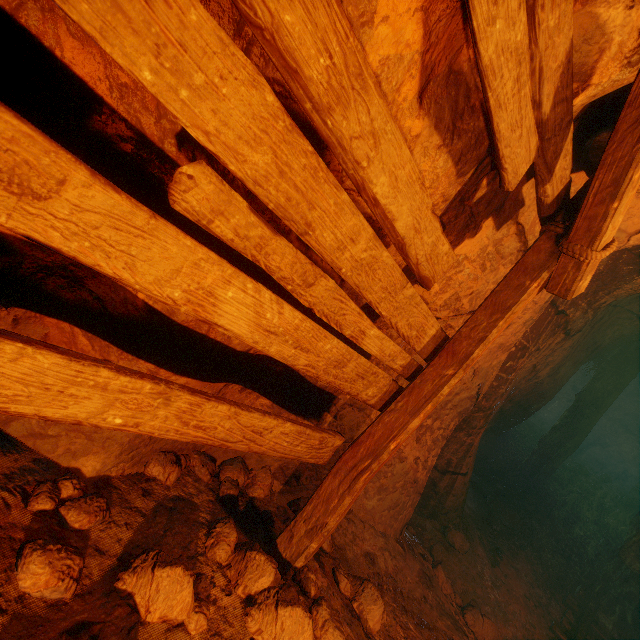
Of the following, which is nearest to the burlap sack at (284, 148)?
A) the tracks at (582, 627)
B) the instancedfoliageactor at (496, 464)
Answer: the tracks at (582, 627)

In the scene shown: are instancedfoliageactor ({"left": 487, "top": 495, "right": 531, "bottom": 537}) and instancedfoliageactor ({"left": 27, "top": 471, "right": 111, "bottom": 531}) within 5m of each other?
no

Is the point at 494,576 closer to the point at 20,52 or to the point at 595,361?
the point at 595,361

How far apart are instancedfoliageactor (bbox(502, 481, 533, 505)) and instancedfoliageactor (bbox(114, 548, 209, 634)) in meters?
5.2

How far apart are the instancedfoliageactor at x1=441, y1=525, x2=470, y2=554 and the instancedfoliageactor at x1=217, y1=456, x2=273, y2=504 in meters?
2.9 m

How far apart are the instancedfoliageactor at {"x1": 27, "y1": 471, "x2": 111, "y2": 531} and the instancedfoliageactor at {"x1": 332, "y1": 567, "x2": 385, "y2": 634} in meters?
1.7 m

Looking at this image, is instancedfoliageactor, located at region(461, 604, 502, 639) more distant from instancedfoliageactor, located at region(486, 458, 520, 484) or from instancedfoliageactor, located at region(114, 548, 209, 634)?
instancedfoliageactor, located at region(486, 458, 520, 484)

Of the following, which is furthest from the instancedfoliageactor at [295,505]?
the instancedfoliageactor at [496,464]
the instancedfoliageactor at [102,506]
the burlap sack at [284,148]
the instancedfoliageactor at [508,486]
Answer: the instancedfoliageactor at [496,464]
